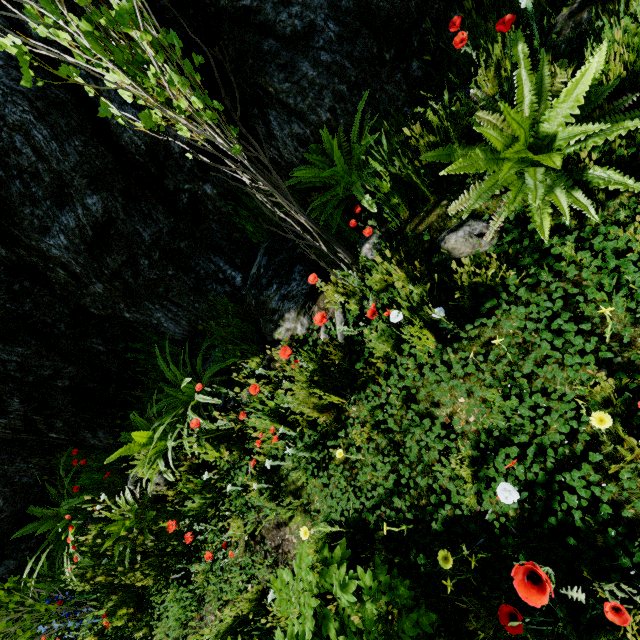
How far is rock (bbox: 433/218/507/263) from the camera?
2.2m

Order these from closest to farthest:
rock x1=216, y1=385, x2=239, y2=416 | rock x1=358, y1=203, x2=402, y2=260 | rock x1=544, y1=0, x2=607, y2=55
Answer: rock x1=544, y1=0, x2=607, y2=55, rock x1=358, y1=203, x2=402, y2=260, rock x1=216, y1=385, x2=239, y2=416

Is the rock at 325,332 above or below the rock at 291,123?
below

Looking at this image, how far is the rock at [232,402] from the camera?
3.51m

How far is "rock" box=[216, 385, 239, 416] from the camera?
3.51m

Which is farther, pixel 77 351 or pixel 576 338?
pixel 77 351

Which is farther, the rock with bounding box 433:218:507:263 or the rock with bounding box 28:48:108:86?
the rock with bounding box 28:48:108:86
